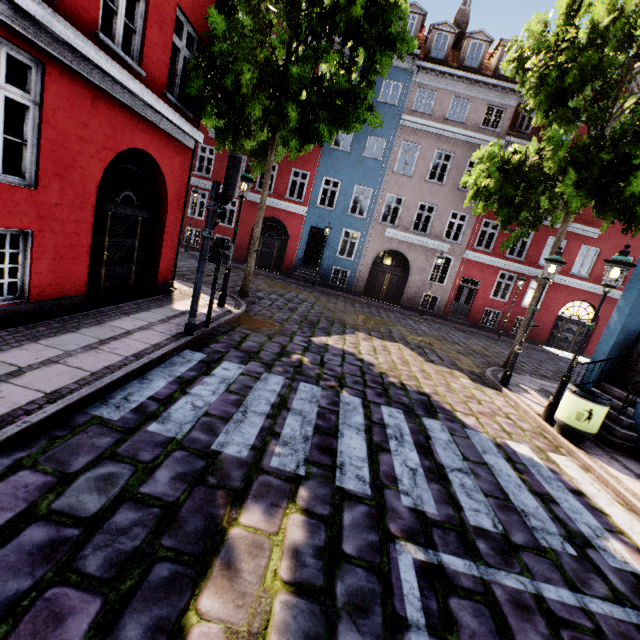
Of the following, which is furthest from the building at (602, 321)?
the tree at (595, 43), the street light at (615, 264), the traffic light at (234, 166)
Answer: the traffic light at (234, 166)

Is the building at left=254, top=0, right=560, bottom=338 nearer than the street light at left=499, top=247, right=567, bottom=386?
No

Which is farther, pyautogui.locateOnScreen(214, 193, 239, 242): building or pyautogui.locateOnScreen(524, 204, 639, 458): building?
pyautogui.locateOnScreen(214, 193, 239, 242): building

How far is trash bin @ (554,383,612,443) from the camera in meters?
6.1

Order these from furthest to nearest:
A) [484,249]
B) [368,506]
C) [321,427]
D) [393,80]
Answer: [484,249] < [393,80] < [321,427] < [368,506]

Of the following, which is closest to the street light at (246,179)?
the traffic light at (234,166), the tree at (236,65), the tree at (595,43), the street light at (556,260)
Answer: the tree at (236,65)

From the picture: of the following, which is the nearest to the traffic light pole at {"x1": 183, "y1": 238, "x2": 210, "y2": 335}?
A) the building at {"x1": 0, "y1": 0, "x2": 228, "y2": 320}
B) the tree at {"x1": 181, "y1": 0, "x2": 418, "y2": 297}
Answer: the building at {"x1": 0, "y1": 0, "x2": 228, "y2": 320}

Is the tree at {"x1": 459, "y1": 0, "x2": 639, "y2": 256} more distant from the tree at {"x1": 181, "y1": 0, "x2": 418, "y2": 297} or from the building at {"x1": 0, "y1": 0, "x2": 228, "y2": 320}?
the tree at {"x1": 181, "y1": 0, "x2": 418, "y2": 297}
